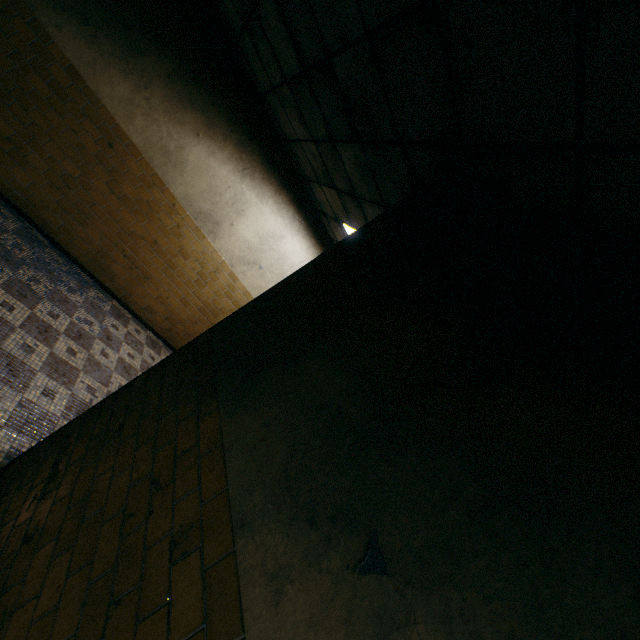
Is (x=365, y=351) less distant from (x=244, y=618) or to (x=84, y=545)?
(x=244, y=618)
